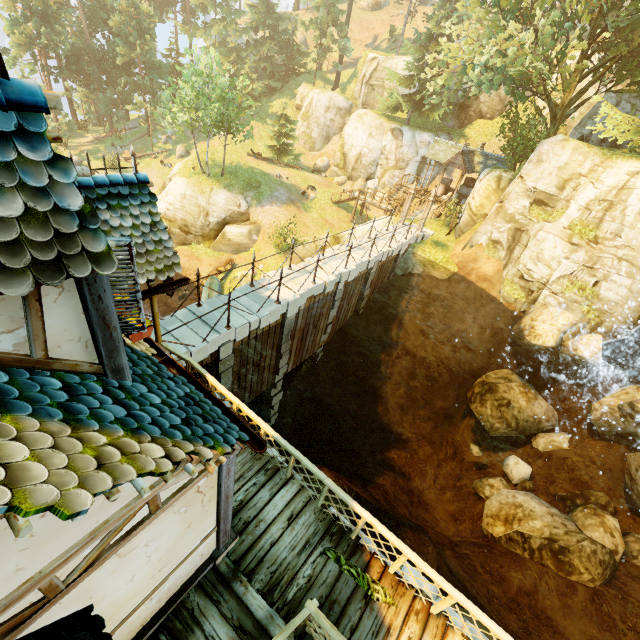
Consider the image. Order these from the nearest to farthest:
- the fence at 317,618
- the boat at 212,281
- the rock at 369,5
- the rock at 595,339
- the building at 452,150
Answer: the fence at 317,618
the rock at 595,339
the boat at 212,281
the building at 452,150
the rock at 369,5

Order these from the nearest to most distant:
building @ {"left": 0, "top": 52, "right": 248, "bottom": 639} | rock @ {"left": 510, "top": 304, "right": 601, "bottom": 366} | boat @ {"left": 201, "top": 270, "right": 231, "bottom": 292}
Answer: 1. building @ {"left": 0, "top": 52, "right": 248, "bottom": 639}
2. rock @ {"left": 510, "top": 304, "right": 601, "bottom": 366}
3. boat @ {"left": 201, "top": 270, "right": 231, "bottom": 292}

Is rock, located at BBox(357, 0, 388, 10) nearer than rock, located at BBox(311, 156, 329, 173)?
No

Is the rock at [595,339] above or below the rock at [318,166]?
above

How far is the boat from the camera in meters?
24.8

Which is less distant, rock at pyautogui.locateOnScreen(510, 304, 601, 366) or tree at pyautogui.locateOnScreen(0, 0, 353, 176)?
rock at pyautogui.locateOnScreen(510, 304, 601, 366)

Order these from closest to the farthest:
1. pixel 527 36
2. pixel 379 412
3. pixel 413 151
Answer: pixel 527 36 < pixel 379 412 < pixel 413 151

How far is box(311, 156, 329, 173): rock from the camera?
39.84m
